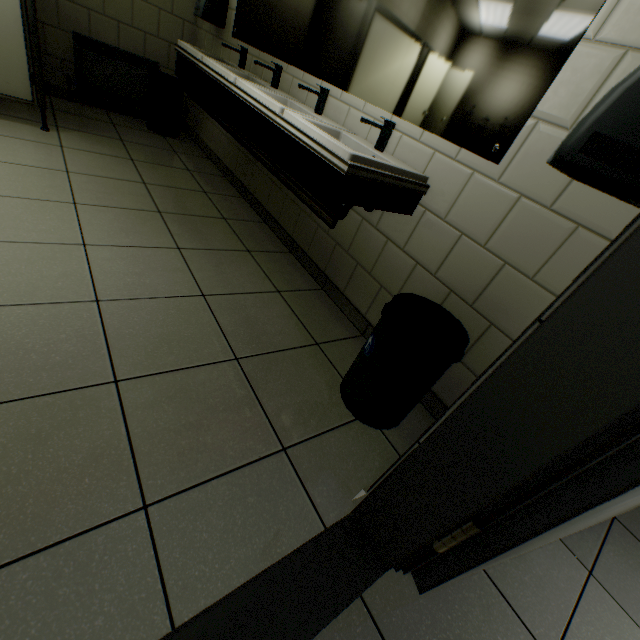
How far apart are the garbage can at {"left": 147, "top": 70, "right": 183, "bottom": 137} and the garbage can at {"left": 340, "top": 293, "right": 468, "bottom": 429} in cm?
374

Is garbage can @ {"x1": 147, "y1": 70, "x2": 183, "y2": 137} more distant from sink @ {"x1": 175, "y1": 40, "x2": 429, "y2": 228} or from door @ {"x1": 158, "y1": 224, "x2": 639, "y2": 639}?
door @ {"x1": 158, "y1": 224, "x2": 639, "y2": 639}

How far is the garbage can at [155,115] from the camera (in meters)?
3.48

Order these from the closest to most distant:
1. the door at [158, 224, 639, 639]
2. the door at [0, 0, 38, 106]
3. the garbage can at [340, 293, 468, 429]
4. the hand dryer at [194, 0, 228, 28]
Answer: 1. the door at [158, 224, 639, 639]
2. the garbage can at [340, 293, 468, 429]
3. the door at [0, 0, 38, 106]
4. the hand dryer at [194, 0, 228, 28]

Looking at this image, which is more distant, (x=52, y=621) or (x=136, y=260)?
(x=136, y=260)

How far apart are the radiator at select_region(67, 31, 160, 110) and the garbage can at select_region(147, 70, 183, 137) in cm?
11

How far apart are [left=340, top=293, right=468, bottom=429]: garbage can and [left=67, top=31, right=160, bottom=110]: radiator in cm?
412

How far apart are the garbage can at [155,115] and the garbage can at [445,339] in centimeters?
374cm
